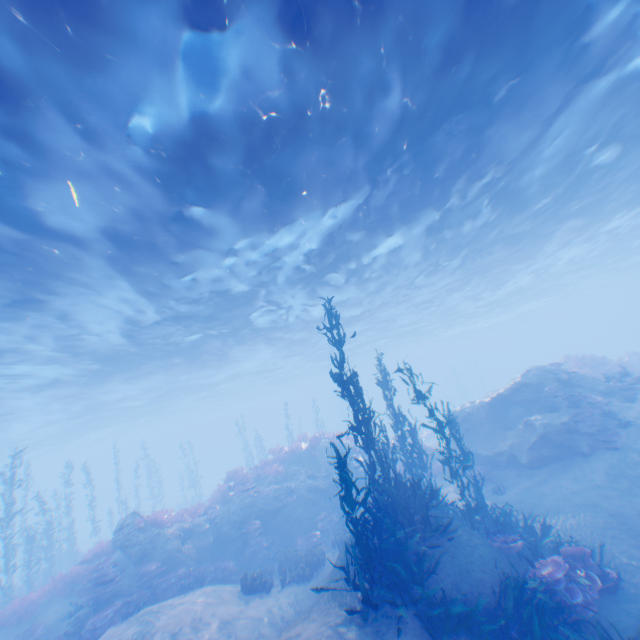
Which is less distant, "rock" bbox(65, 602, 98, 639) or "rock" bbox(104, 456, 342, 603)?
"rock" bbox(65, 602, 98, 639)

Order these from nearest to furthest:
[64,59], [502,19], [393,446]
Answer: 1. [64,59]
2. [502,19]
3. [393,446]

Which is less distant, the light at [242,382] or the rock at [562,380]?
the light at [242,382]

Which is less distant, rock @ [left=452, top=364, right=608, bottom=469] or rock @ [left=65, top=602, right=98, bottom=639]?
rock @ [left=65, top=602, right=98, bottom=639]

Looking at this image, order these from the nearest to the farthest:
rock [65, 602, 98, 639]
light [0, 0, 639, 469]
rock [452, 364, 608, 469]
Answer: light [0, 0, 639, 469] < rock [65, 602, 98, 639] < rock [452, 364, 608, 469]

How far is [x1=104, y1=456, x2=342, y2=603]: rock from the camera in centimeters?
1341cm

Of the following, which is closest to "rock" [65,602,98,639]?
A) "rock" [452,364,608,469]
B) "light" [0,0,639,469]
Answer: "light" [0,0,639,469]

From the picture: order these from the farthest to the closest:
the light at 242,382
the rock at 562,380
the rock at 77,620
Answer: the rock at 562,380
the rock at 77,620
the light at 242,382
